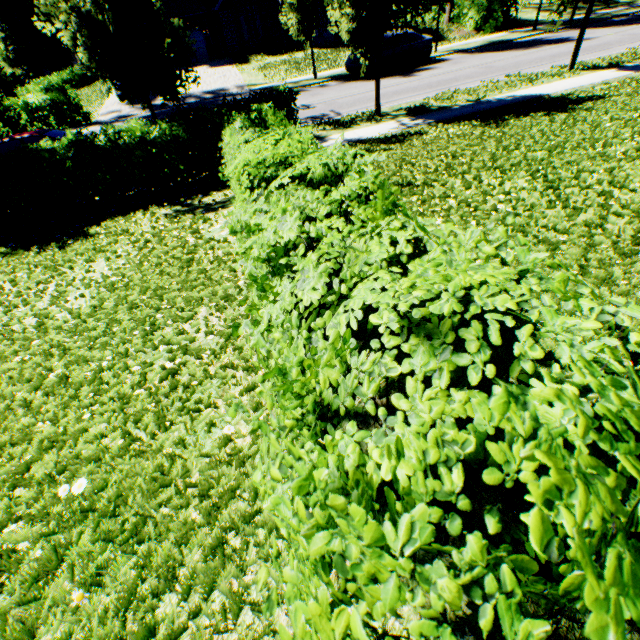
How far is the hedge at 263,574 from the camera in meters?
0.6 m

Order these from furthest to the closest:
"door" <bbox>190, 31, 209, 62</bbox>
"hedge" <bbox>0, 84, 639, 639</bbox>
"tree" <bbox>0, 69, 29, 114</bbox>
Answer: "door" <bbox>190, 31, 209, 62</bbox> < "tree" <bbox>0, 69, 29, 114</bbox> < "hedge" <bbox>0, 84, 639, 639</bbox>

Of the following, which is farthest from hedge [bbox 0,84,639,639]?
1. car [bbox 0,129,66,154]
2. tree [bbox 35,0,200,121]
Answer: car [bbox 0,129,66,154]

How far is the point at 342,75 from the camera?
19.4 meters

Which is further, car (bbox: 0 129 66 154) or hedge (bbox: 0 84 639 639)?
car (bbox: 0 129 66 154)

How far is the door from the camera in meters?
29.6

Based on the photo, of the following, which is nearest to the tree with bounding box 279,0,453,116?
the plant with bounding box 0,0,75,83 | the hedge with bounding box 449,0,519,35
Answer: the hedge with bounding box 449,0,519,35

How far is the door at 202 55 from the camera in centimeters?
2959cm
